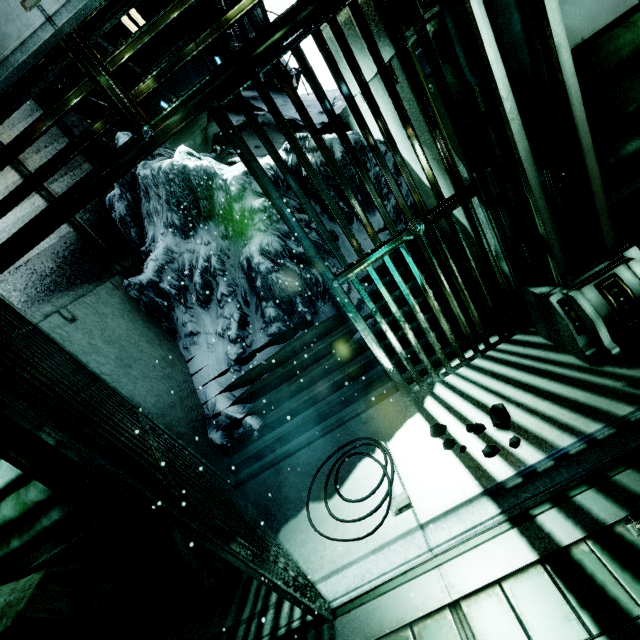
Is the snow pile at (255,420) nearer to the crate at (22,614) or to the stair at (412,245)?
the stair at (412,245)

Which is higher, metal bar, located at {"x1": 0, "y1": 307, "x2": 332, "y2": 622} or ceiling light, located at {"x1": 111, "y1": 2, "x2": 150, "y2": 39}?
ceiling light, located at {"x1": 111, "y1": 2, "x2": 150, "y2": 39}

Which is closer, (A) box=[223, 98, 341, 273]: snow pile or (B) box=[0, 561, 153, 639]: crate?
(B) box=[0, 561, 153, 639]: crate

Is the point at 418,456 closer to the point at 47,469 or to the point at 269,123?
the point at 47,469

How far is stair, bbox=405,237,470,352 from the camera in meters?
3.4 m

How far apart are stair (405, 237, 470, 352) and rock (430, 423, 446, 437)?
0.6m

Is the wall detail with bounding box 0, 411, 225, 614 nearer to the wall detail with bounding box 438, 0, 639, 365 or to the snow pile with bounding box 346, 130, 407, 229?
the snow pile with bounding box 346, 130, 407, 229

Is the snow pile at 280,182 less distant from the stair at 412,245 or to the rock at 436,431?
the stair at 412,245
